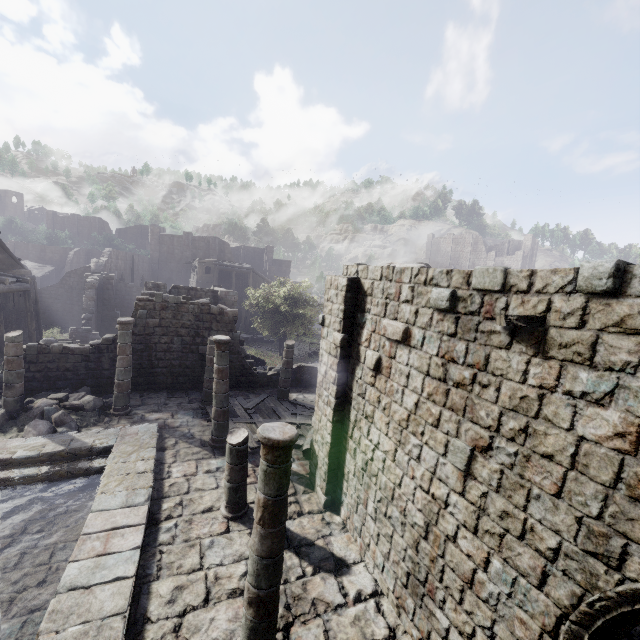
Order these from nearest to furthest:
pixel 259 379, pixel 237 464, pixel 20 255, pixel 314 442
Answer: pixel 237 464 → pixel 314 442 → pixel 259 379 → pixel 20 255

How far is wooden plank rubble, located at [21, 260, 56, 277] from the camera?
44.9 meters

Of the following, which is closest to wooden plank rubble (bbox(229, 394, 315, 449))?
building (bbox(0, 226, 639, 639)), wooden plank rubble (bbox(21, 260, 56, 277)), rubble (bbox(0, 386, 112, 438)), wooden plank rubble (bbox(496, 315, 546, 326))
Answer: building (bbox(0, 226, 639, 639))

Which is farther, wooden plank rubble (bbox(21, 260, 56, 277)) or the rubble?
wooden plank rubble (bbox(21, 260, 56, 277))

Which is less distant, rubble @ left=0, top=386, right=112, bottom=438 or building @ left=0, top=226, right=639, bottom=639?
building @ left=0, top=226, right=639, bottom=639

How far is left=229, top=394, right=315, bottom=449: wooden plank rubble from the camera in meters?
12.9 m

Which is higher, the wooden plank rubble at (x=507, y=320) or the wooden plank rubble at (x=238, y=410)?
the wooden plank rubble at (x=507, y=320)

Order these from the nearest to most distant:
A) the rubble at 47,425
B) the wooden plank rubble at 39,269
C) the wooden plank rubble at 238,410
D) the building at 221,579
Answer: the building at 221,579, the rubble at 47,425, the wooden plank rubble at 238,410, the wooden plank rubble at 39,269
